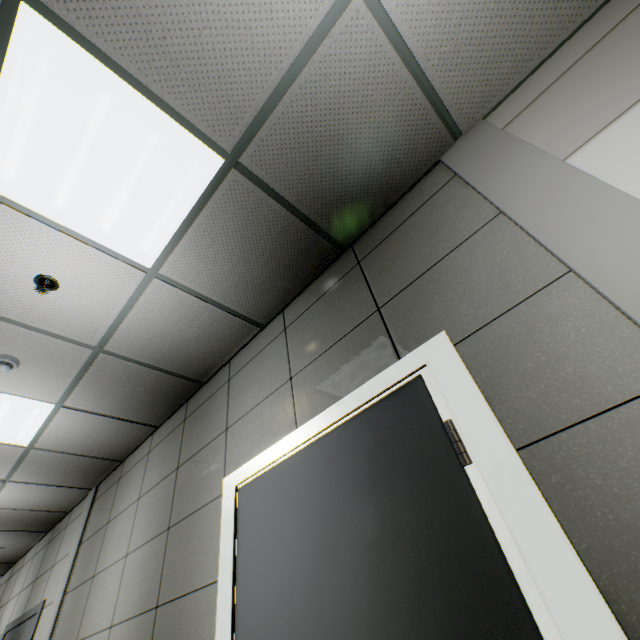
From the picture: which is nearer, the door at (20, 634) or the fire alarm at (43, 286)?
the fire alarm at (43, 286)

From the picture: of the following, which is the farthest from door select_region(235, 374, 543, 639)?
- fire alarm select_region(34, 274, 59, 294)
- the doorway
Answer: fire alarm select_region(34, 274, 59, 294)

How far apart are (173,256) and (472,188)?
1.9m

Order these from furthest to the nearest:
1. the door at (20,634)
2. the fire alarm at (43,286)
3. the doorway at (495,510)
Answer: the door at (20,634)
the fire alarm at (43,286)
the doorway at (495,510)

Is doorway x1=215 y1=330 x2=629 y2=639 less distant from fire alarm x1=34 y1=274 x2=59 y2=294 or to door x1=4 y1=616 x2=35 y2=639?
fire alarm x1=34 y1=274 x2=59 y2=294

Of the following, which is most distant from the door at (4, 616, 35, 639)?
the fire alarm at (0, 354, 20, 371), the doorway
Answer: the doorway

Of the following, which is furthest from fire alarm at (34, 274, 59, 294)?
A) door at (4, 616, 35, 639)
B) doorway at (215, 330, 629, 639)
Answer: door at (4, 616, 35, 639)

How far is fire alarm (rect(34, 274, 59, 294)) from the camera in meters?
2.2
